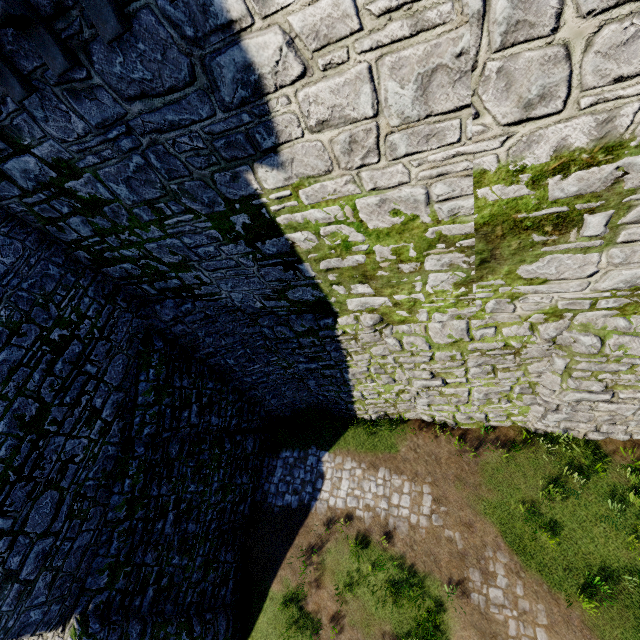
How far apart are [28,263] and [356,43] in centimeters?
828cm
